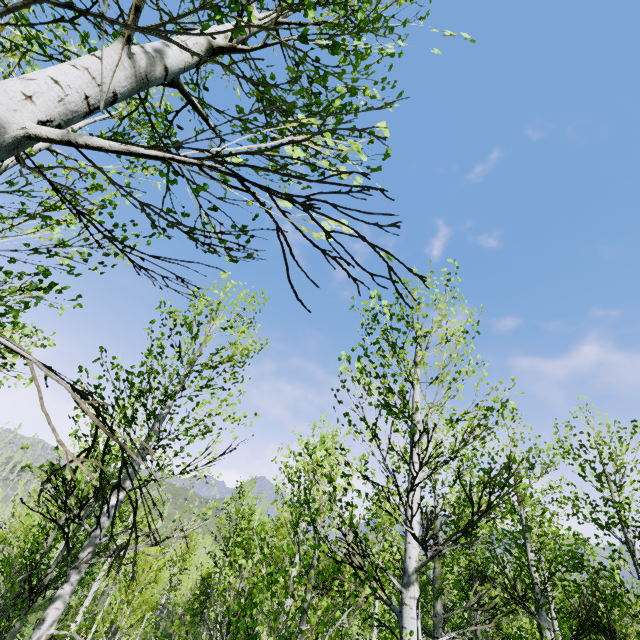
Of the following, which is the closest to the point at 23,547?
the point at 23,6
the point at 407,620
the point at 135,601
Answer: the point at 135,601
